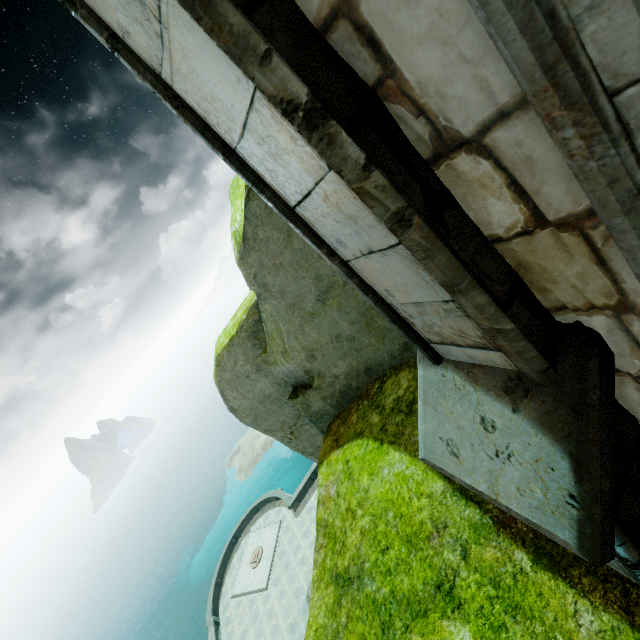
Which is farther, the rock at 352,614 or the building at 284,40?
the rock at 352,614

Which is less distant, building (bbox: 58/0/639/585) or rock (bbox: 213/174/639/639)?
building (bbox: 58/0/639/585)

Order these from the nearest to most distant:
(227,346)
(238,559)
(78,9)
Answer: (78,9), (227,346), (238,559)
